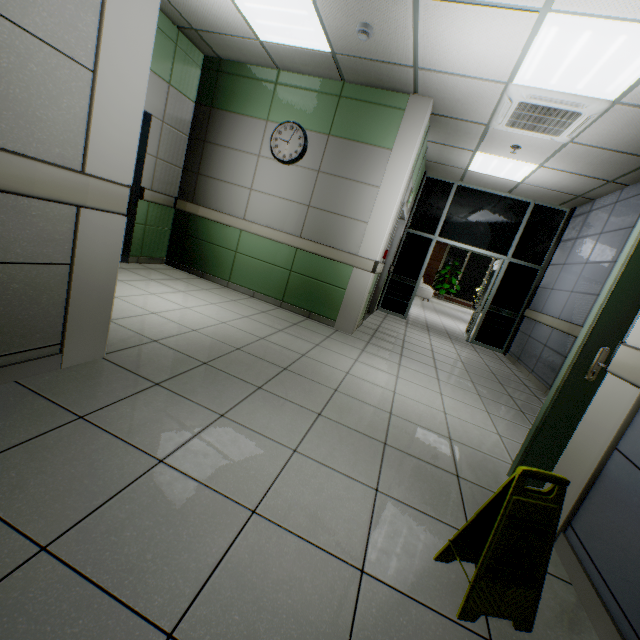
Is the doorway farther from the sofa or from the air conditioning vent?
the sofa

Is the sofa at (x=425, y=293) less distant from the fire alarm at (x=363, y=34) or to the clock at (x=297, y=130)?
the clock at (x=297, y=130)

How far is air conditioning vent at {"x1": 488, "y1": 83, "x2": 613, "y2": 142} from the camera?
3.26m

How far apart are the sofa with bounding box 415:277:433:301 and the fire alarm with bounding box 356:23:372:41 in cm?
1204

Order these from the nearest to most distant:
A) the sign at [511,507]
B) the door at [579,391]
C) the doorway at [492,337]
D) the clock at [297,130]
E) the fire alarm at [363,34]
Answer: the sign at [511,507], the door at [579,391], the fire alarm at [363,34], the clock at [297,130], the doorway at [492,337]

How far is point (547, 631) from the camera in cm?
127

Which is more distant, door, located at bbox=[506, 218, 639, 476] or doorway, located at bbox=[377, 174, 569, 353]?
doorway, located at bbox=[377, 174, 569, 353]

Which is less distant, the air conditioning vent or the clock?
the air conditioning vent
